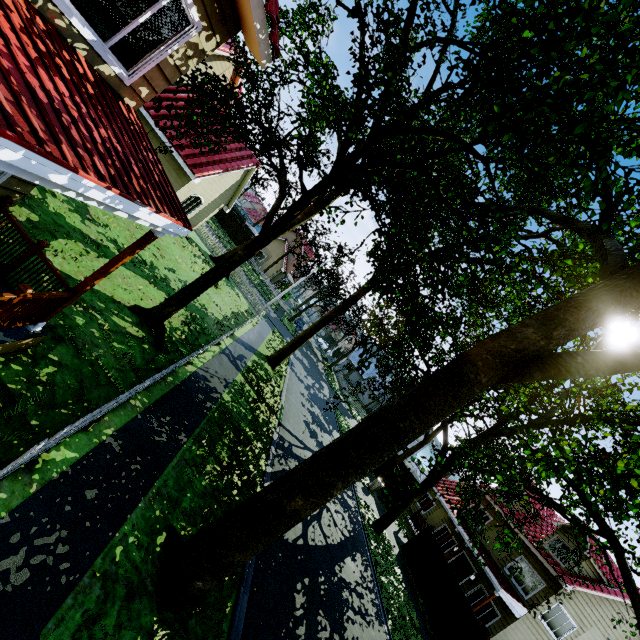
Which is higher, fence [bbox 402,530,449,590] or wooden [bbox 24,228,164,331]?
wooden [bbox 24,228,164,331]

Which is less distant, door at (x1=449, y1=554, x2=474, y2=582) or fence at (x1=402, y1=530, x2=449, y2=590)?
fence at (x1=402, y1=530, x2=449, y2=590)

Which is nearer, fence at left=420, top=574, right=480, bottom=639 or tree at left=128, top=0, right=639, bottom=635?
tree at left=128, top=0, right=639, bottom=635

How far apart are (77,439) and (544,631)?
24.7 meters

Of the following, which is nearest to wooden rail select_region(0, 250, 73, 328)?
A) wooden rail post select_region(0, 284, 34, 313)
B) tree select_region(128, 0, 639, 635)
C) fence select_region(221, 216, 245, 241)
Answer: wooden rail post select_region(0, 284, 34, 313)

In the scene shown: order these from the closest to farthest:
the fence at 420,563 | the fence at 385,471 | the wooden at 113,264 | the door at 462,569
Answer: the wooden at 113,264
the fence at 420,563
the door at 462,569
the fence at 385,471

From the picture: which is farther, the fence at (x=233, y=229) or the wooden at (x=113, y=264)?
the fence at (x=233, y=229)

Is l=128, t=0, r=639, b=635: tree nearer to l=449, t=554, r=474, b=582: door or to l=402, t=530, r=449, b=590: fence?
l=402, t=530, r=449, b=590: fence
